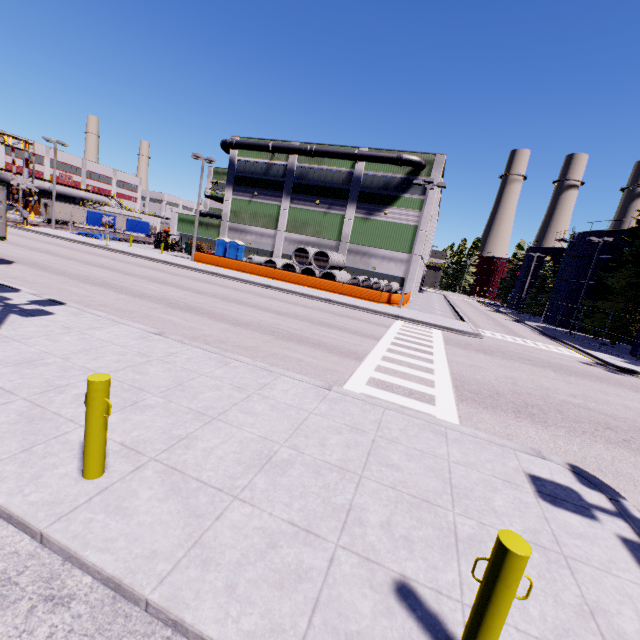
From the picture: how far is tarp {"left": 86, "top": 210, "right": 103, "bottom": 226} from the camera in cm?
4109

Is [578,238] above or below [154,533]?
above

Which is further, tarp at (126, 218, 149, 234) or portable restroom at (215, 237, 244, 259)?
tarp at (126, 218, 149, 234)

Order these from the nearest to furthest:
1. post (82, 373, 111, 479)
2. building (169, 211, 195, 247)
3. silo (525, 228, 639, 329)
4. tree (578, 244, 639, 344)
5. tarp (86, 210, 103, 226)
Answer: post (82, 373, 111, 479) → tree (578, 244, 639, 344) → silo (525, 228, 639, 329) → tarp (86, 210, 103, 226) → building (169, 211, 195, 247)

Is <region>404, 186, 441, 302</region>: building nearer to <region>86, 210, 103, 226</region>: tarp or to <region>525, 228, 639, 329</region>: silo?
<region>525, 228, 639, 329</region>: silo

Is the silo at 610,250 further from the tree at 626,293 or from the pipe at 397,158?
the pipe at 397,158

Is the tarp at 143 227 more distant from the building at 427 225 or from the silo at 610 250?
the silo at 610 250

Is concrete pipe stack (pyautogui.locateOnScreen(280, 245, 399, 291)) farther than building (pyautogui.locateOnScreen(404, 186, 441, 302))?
No
